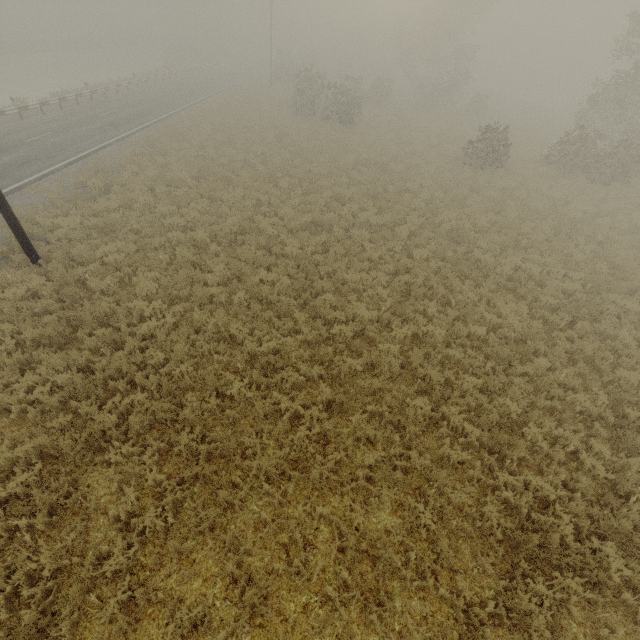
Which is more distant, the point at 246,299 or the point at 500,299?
the point at 500,299
